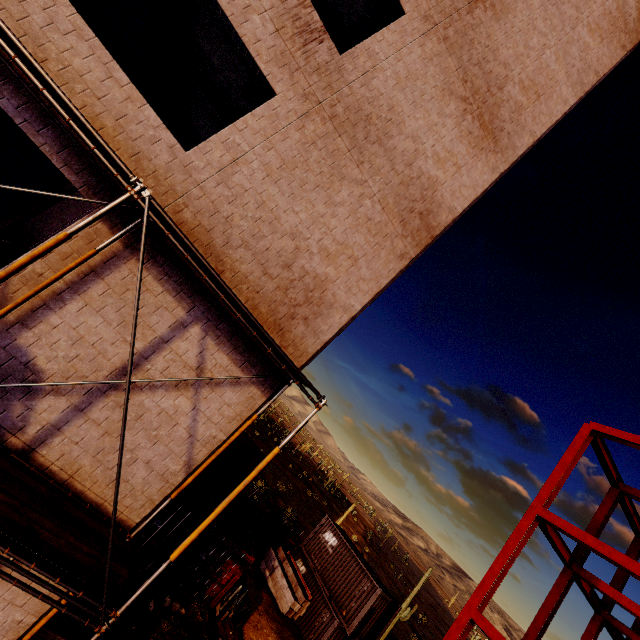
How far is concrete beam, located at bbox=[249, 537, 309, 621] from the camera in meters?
17.9 m

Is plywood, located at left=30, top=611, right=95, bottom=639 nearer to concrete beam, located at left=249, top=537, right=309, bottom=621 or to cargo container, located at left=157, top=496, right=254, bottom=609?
cargo container, located at left=157, top=496, right=254, bottom=609

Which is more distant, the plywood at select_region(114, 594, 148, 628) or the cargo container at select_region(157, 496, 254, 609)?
the cargo container at select_region(157, 496, 254, 609)

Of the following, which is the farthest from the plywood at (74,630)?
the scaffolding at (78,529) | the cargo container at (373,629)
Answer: the cargo container at (373,629)

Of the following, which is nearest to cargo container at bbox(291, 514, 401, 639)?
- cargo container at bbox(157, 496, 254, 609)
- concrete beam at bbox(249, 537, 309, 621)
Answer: concrete beam at bbox(249, 537, 309, 621)

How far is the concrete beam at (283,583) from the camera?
17.9m

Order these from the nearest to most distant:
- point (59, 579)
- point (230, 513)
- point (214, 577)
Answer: point (59, 579) < point (214, 577) < point (230, 513)

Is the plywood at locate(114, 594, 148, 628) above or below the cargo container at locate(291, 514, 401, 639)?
below
